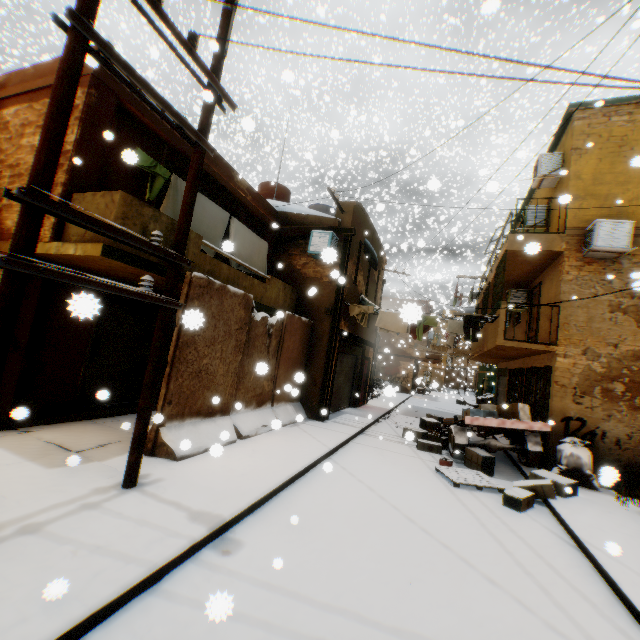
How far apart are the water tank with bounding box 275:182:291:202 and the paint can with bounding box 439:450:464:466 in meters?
11.9

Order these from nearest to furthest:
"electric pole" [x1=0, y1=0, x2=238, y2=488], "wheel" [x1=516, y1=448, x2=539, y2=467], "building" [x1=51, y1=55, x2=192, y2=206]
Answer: "electric pole" [x1=0, y1=0, x2=238, y2=488]
"building" [x1=51, y1=55, x2=192, y2=206]
"wheel" [x1=516, y1=448, x2=539, y2=467]

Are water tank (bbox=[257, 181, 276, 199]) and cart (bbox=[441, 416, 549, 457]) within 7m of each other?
no

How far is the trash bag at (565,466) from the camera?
8.0m

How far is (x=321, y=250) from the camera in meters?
11.2

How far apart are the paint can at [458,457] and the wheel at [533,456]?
2.28m

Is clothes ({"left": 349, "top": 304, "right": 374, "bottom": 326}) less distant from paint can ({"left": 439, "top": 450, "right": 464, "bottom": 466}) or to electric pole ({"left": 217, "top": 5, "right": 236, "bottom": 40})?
electric pole ({"left": 217, "top": 5, "right": 236, "bottom": 40})

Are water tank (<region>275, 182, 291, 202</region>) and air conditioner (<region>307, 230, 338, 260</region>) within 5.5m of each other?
yes
